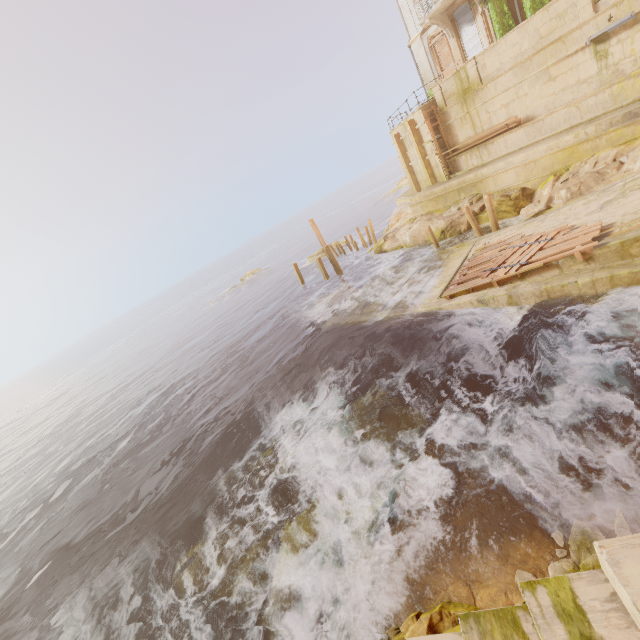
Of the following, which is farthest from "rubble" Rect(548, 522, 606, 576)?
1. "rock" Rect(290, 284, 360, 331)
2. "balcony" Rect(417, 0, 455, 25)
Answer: "balcony" Rect(417, 0, 455, 25)

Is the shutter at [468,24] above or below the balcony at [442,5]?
below

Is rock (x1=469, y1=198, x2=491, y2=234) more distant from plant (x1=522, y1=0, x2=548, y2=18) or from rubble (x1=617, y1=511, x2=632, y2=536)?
rubble (x1=617, y1=511, x2=632, y2=536)

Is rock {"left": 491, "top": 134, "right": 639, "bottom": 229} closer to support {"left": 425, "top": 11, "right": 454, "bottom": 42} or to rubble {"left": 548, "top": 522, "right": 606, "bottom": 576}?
support {"left": 425, "top": 11, "right": 454, "bottom": 42}

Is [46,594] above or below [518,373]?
below

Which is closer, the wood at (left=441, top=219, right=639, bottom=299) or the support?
the wood at (left=441, top=219, right=639, bottom=299)

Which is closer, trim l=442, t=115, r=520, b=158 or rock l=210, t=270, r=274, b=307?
trim l=442, t=115, r=520, b=158

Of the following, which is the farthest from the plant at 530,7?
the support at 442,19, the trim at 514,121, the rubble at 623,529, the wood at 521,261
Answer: the rubble at 623,529
